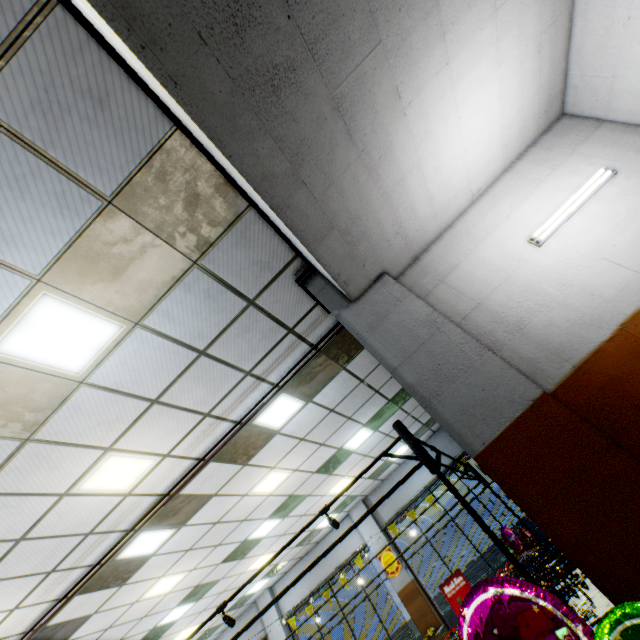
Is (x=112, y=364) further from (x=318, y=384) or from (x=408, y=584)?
(x=408, y=584)

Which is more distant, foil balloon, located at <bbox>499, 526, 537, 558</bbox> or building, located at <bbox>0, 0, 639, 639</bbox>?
foil balloon, located at <bbox>499, 526, 537, 558</bbox>

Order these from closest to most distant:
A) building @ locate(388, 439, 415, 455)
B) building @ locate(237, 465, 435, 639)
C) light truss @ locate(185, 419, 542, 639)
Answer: light truss @ locate(185, 419, 542, 639), building @ locate(388, 439, 415, 455), building @ locate(237, 465, 435, 639)

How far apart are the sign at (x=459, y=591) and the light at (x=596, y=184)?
10.9 meters

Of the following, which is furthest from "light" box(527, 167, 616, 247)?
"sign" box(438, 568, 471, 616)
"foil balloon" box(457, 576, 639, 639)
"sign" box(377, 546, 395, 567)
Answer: "sign" box(377, 546, 395, 567)

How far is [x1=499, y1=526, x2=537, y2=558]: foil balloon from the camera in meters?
8.6

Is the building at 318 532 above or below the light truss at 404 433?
above

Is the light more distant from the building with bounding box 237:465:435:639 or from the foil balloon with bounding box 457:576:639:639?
the foil balloon with bounding box 457:576:639:639
